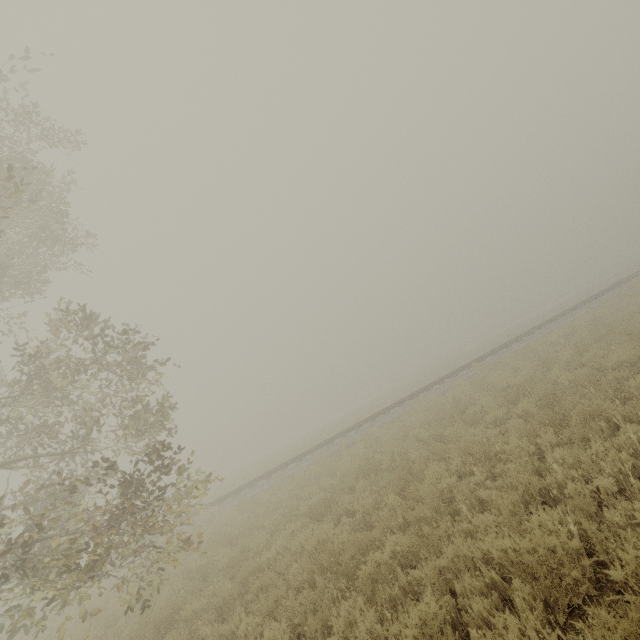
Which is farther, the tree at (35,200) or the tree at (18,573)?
the tree at (35,200)

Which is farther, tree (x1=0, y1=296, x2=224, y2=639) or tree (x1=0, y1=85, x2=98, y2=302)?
tree (x1=0, y1=85, x2=98, y2=302)

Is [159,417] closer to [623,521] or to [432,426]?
[432,426]

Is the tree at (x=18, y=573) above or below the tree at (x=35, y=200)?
below

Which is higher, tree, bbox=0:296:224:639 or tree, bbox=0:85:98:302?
tree, bbox=0:85:98:302
